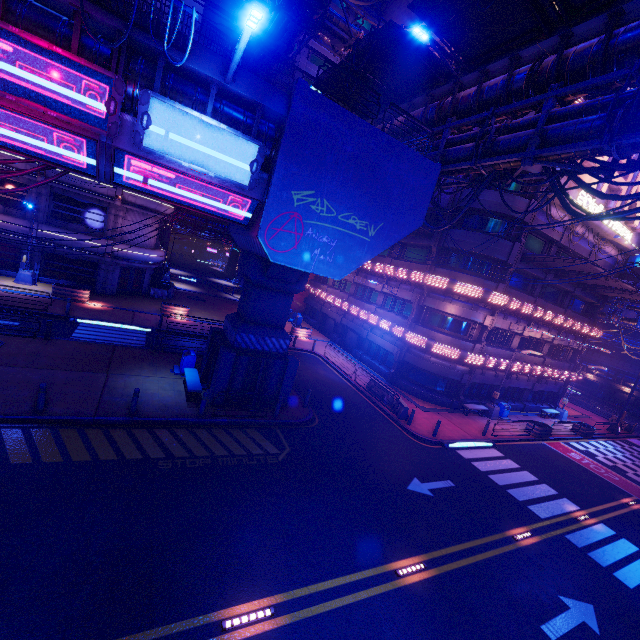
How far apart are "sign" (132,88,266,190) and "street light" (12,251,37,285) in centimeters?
2092cm

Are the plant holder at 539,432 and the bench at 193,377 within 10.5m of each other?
no

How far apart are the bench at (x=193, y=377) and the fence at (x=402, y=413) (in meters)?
11.88

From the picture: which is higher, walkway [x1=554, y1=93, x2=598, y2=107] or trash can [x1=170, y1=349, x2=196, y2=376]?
walkway [x1=554, y1=93, x2=598, y2=107]

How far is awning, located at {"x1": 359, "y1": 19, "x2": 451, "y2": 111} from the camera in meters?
→ 15.3

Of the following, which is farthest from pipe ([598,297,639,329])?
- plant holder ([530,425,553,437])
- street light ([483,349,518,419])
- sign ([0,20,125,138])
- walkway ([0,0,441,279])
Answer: sign ([0,20,125,138])

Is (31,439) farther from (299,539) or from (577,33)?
(577,33)

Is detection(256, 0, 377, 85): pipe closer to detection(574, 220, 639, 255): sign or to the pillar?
detection(574, 220, 639, 255): sign
